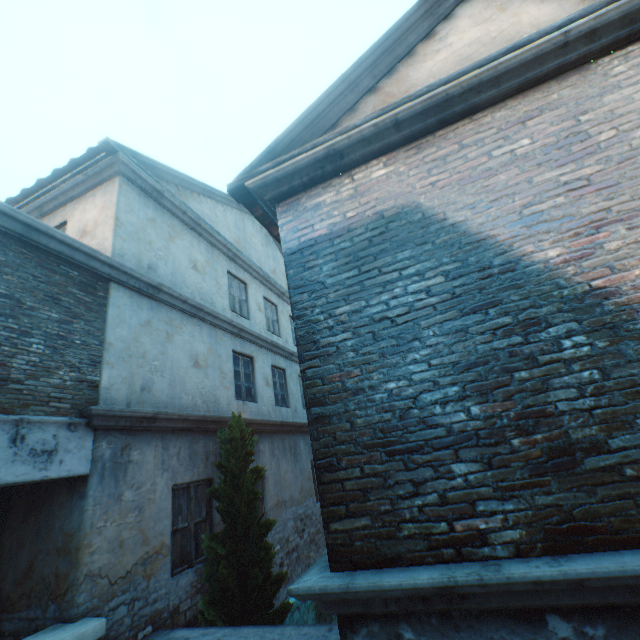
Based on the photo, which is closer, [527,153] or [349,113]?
[527,153]

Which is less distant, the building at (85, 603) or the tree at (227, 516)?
the building at (85, 603)

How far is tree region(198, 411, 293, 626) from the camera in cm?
473

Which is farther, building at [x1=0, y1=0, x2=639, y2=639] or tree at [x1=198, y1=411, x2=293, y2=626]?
tree at [x1=198, y1=411, x2=293, y2=626]

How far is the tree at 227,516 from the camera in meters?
4.7 m
